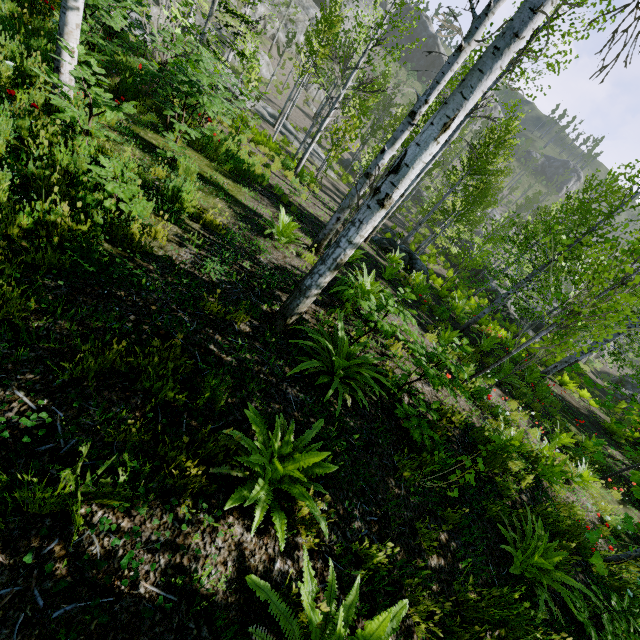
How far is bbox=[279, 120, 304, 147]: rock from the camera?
29.9 meters

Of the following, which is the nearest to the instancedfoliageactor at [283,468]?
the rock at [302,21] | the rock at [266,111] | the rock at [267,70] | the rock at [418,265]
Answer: the rock at [418,265]

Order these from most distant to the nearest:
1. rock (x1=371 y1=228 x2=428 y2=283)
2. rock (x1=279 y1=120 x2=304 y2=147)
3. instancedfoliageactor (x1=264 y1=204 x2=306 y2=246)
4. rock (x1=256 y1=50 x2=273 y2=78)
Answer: rock (x1=256 y1=50 x2=273 y2=78)
rock (x1=279 y1=120 x2=304 y2=147)
rock (x1=371 y1=228 x2=428 y2=283)
instancedfoliageactor (x1=264 y1=204 x2=306 y2=246)

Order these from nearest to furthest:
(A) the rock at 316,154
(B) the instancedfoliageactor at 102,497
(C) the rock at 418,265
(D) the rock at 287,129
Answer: (B) the instancedfoliageactor at 102,497, (C) the rock at 418,265, (D) the rock at 287,129, (A) the rock at 316,154

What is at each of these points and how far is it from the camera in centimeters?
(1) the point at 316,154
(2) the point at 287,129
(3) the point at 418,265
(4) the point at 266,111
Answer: (1) rock, 3281cm
(2) rock, 3092cm
(3) rock, 1458cm
(4) rock, 3038cm

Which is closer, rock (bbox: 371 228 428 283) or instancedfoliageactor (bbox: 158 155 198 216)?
instancedfoliageactor (bbox: 158 155 198 216)

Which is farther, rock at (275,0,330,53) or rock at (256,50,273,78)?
rock at (275,0,330,53)

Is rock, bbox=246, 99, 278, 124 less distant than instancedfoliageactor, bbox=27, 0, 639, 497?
No
